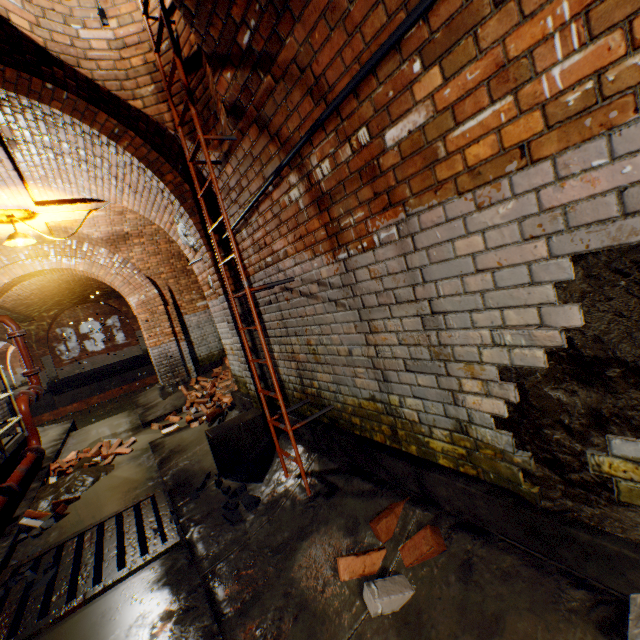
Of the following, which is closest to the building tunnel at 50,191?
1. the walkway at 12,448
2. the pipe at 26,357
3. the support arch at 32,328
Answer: the walkway at 12,448

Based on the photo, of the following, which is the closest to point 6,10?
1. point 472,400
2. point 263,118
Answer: point 263,118

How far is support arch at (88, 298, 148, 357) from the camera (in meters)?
19.61

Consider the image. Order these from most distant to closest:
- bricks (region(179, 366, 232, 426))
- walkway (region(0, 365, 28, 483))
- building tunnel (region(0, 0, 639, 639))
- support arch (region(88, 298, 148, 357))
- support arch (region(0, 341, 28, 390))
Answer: support arch (region(0, 341, 28, 390)), support arch (region(88, 298, 148, 357)), bricks (region(179, 366, 232, 426)), walkway (region(0, 365, 28, 483)), building tunnel (region(0, 0, 639, 639))

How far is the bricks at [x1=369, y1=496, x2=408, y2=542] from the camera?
2.1m

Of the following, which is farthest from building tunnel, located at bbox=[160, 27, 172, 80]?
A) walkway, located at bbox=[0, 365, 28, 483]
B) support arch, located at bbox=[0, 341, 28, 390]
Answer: support arch, located at bbox=[0, 341, 28, 390]

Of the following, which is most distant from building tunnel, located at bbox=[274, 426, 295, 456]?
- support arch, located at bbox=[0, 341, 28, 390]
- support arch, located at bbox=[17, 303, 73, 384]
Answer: support arch, located at bbox=[0, 341, 28, 390]

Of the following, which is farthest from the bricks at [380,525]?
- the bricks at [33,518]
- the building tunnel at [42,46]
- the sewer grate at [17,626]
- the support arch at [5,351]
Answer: the support arch at [5,351]
